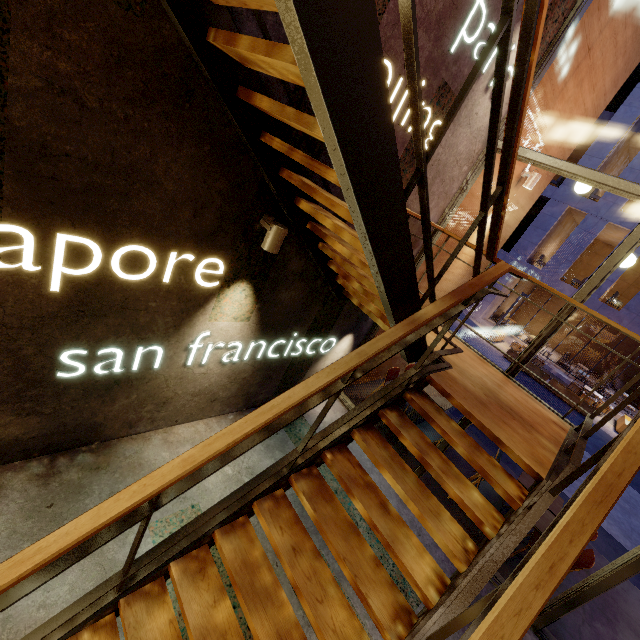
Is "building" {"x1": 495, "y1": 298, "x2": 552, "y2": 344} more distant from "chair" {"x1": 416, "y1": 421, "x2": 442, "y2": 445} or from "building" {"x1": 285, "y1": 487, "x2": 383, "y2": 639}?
"building" {"x1": 285, "y1": 487, "x2": 383, "y2": 639}

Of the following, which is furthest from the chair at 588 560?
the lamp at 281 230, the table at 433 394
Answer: the lamp at 281 230

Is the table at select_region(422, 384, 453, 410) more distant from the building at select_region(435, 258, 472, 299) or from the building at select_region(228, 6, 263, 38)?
the building at select_region(228, 6, 263, 38)

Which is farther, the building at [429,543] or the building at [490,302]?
the building at [490,302]

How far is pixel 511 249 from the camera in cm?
1905

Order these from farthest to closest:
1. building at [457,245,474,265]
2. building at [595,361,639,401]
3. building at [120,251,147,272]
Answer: building at [595,361,639,401], building at [457,245,474,265], building at [120,251,147,272]

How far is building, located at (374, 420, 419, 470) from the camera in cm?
539

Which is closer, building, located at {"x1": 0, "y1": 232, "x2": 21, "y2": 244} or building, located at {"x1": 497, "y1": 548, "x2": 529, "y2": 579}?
building, located at {"x1": 0, "y1": 232, "x2": 21, "y2": 244}
